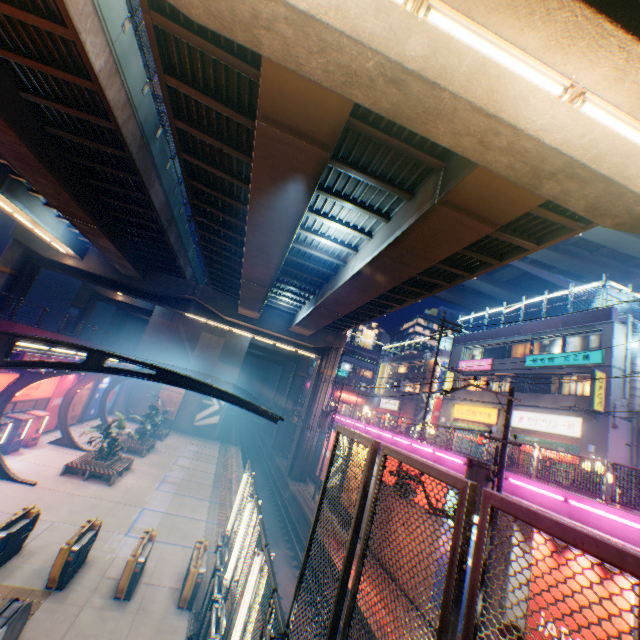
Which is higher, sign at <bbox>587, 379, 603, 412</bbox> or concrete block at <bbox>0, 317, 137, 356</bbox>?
sign at <bbox>587, 379, 603, 412</bbox>

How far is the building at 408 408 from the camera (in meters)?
44.62

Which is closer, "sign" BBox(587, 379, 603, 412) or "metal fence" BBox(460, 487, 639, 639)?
"metal fence" BBox(460, 487, 639, 639)

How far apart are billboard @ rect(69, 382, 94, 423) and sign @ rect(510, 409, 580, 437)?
34.71m

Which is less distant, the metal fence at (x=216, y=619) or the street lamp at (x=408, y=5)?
the metal fence at (x=216, y=619)

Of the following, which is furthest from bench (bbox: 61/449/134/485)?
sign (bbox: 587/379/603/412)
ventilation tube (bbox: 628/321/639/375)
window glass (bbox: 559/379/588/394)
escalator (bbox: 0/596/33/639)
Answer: ventilation tube (bbox: 628/321/639/375)

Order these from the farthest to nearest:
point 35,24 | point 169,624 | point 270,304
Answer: point 270,304, point 169,624, point 35,24

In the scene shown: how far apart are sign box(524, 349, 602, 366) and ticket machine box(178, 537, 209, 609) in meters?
24.5 m
